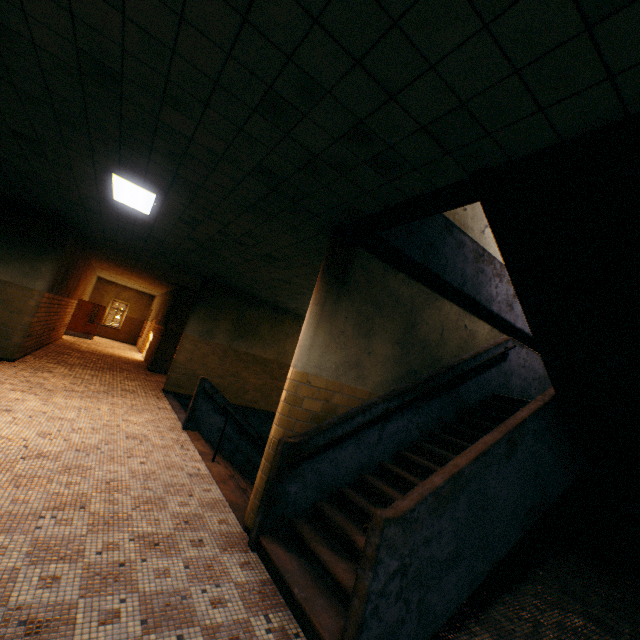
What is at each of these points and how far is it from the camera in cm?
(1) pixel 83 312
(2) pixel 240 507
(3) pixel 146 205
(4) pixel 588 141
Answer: (1) door, 1822
(2) stairs, 434
(3) lamp, 572
(4) stairs, 210

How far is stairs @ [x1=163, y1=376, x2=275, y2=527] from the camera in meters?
5.0

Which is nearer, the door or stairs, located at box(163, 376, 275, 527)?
stairs, located at box(163, 376, 275, 527)

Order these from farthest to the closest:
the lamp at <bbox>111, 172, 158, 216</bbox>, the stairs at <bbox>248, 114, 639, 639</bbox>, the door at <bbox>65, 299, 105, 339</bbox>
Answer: the door at <bbox>65, 299, 105, 339</bbox> → the lamp at <bbox>111, 172, 158, 216</bbox> → the stairs at <bbox>248, 114, 639, 639</bbox>

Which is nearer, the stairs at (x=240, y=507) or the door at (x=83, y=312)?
the stairs at (x=240, y=507)

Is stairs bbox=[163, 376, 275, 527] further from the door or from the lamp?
the door

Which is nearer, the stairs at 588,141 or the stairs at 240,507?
the stairs at 588,141

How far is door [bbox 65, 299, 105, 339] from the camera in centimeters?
1788cm
